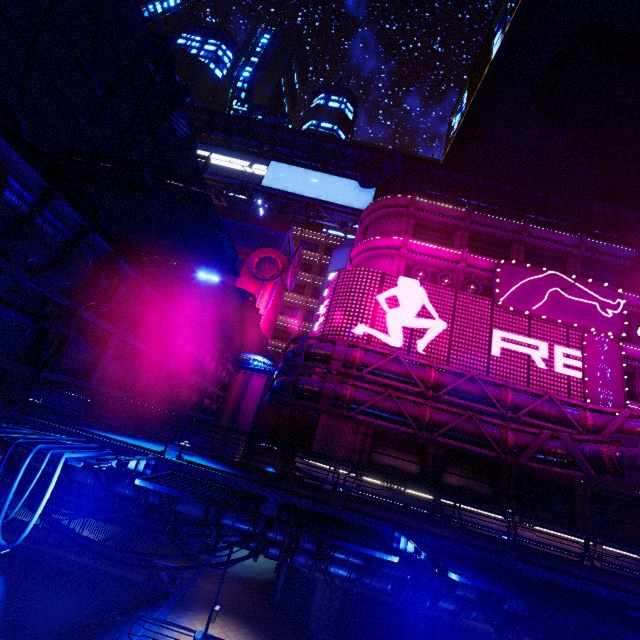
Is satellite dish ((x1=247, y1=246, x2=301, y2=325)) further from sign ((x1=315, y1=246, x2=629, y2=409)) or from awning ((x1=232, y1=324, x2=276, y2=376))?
awning ((x1=232, y1=324, x2=276, y2=376))

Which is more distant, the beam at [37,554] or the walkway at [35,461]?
the beam at [37,554]

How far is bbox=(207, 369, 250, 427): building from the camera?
29.5 meters

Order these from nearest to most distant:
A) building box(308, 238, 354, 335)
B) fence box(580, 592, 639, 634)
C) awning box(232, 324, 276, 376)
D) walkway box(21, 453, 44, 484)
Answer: fence box(580, 592, 639, 634) < walkway box(21, 453, 44, 484) < awning box(232, 324, 276, 376) < building box(308, 238, 354, 335)

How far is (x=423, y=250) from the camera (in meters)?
27.08

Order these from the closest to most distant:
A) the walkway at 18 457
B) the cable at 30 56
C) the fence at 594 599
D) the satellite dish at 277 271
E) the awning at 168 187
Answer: the cable at 30 56 < the fence at 594 599 < the awning at 168 187 < the walkway at 18 457 < the satellite dish at 277 271

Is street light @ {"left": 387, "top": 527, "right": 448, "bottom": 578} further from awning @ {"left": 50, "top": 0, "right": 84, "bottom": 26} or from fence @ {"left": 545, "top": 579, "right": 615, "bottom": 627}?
awning @ {"left": 50, "top": 0, "right": 84, "bottom": 26}

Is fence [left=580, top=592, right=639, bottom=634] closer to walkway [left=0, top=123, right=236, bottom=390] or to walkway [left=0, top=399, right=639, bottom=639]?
walkway [left=0, top=399, right=639, bottom=639]
